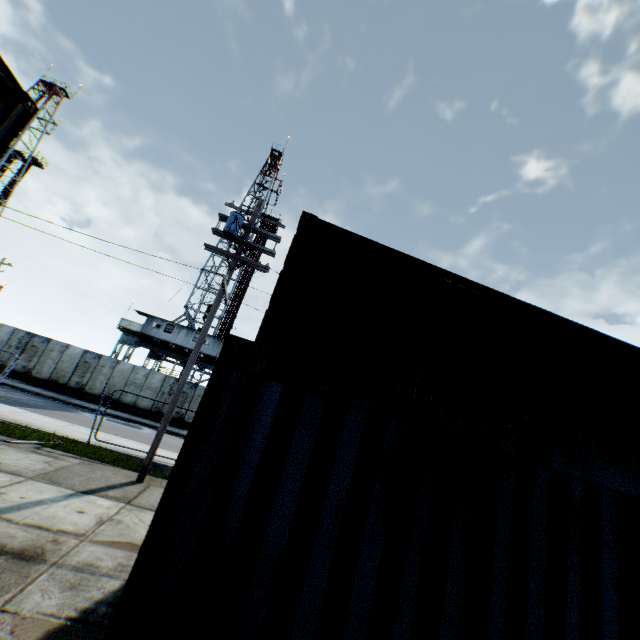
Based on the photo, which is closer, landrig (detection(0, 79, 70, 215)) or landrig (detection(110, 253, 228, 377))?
landrig (detection(110, 253, 228, 377))

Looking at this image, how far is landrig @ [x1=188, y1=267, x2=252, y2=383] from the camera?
29.62m

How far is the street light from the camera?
9.23m

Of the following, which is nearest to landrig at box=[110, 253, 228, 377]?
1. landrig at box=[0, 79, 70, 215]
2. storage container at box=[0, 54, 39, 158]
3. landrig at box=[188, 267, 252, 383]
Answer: landrig at box=[188, 267, 252, 383]

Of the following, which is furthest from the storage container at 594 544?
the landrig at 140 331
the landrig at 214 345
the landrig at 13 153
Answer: the landrig at 13 153

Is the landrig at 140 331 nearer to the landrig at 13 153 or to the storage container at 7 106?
the landrig at 13 153

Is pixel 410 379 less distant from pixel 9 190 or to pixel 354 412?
pixel 354 412

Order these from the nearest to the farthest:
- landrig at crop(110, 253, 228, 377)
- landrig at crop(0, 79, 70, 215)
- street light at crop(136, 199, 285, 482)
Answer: street light at crop(136, 199, 285, 482)
landrig at crop(110, 253, 228, 377)
landrig at crop(0, 79, 70, 215)
